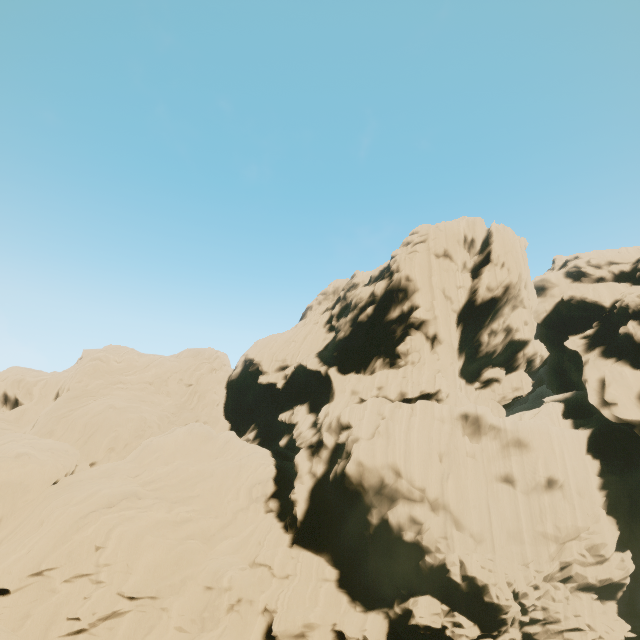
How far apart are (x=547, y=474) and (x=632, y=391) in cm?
1053
